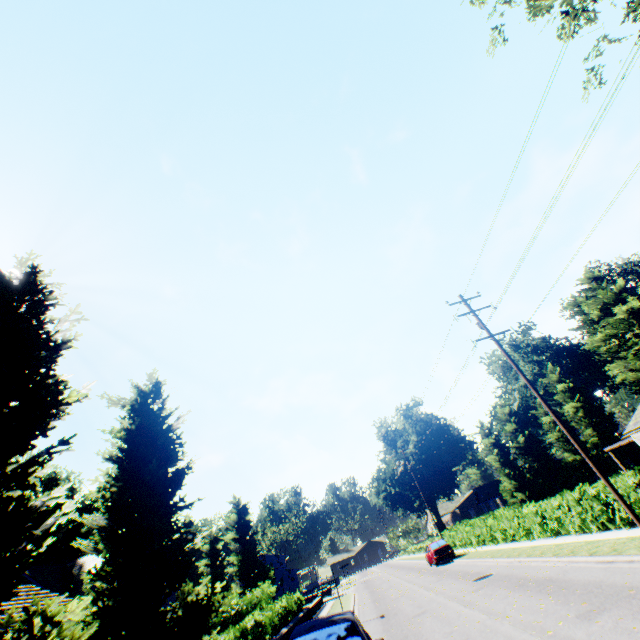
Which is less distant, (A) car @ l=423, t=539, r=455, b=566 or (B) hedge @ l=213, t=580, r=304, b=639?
(B) hedge @ l=213, t=580, r=304, b=639

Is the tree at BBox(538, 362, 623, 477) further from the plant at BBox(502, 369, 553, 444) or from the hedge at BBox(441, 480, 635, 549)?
the plant at BBox(502, 369, 553, 444)

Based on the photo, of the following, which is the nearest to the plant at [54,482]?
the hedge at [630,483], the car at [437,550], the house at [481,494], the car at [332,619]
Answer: the hedge at [630,483]

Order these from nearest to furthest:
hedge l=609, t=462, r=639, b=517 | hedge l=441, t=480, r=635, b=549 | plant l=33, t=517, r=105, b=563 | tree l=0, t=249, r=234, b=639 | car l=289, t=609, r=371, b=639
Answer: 1. tree l=0, t=249, r=234, b=639
2. car l=289, t=609, r=371, b=639
3. hedge l=609, t=462, r=639, b=517
4. hedge l=441, t=480, r=635, b=549
5. plant l=33, t=517, r=105, b=563

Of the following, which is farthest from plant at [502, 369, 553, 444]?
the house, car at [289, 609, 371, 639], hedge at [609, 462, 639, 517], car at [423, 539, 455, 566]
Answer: car at [289, 609, 371, 639]

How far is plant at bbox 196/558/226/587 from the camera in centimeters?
5778cm

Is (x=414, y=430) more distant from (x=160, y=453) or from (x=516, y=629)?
(x=160, y=453)

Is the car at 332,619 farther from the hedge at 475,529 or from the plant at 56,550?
the plant at 56,550
